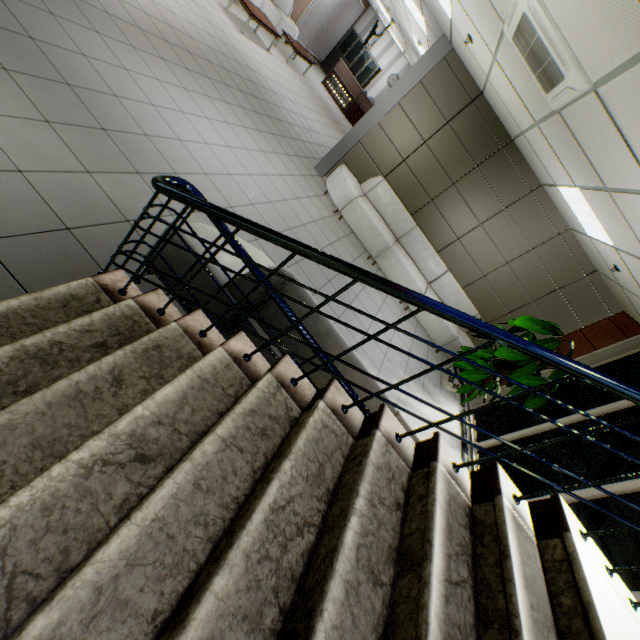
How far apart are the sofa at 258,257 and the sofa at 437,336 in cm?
398

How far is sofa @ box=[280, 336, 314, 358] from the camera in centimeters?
230cm

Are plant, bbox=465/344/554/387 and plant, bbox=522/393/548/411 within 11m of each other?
yes

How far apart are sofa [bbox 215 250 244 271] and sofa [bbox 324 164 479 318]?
4.0m

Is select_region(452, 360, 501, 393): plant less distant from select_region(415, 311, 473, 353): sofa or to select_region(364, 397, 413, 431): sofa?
select_region(415, 311, 473, 353): sofa

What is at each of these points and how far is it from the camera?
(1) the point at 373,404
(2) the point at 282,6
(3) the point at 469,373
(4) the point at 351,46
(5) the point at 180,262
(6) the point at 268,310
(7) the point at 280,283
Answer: (1) sofa, 2.3m
(2) sofa, 11.5m
(3) plant, 5.6m
(4) cabinet, 15.7m
(5) sofa, 2.4m
(6) sofa, 2.3m
(7) sofa, 2.2m

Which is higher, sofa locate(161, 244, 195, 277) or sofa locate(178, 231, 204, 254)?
sofa locate(178, 231, 204, 254)

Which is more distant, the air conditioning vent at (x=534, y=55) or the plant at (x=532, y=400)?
the plant at (x=532, y=400)
